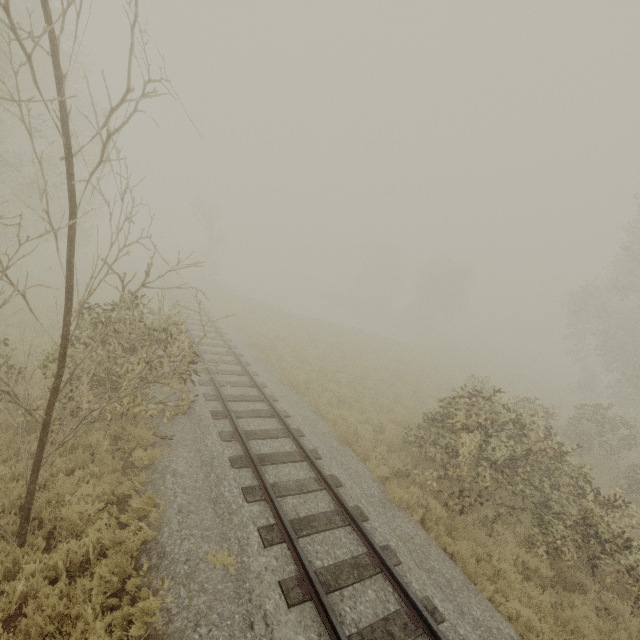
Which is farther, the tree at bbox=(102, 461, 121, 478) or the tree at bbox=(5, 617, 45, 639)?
the tree at bbox=(102, 461, 121, 478)

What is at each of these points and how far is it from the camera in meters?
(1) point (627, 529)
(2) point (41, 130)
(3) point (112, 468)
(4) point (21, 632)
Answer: (1) tree, 7.1
(2) tree, 11.5
(3) tree, 7.0
(4) tree, 4.2

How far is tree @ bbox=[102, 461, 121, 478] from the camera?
6.6m

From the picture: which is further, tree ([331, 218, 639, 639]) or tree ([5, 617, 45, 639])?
tree ([331, 218, 639, 639])

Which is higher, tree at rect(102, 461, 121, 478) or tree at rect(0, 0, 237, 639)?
tree at rect(0, 0, 237, 639)

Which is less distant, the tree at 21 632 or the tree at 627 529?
the tree at 21 632

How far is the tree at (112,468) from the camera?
6.6 meters
